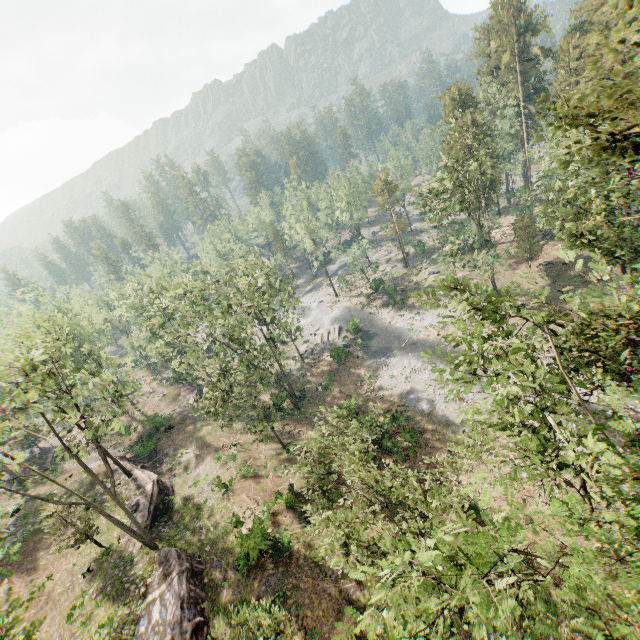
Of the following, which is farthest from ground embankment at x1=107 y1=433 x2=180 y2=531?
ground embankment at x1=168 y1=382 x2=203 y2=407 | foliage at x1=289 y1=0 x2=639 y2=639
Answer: ground embankment at x1=168 y1=382 x2=203 y2=407

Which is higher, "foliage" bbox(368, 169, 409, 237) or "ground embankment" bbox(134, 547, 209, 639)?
"foliage" bbox(368, 169, 409, 237)

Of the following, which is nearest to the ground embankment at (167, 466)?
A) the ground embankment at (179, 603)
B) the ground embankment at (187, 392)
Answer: the ground embankment at (179, 603)

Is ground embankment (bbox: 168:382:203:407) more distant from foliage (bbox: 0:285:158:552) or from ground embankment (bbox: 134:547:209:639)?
ground embankment (bbox: 134:547:209:639)

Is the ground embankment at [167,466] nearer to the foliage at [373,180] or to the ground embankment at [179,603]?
the foliage at [373,180]

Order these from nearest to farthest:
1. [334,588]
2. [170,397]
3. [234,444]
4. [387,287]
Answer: [334,588] < [234,444] < [170,397] < [387,287]

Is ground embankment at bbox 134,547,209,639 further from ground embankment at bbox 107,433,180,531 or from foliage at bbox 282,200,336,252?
ground embankment at bbox 107,433,180,531
